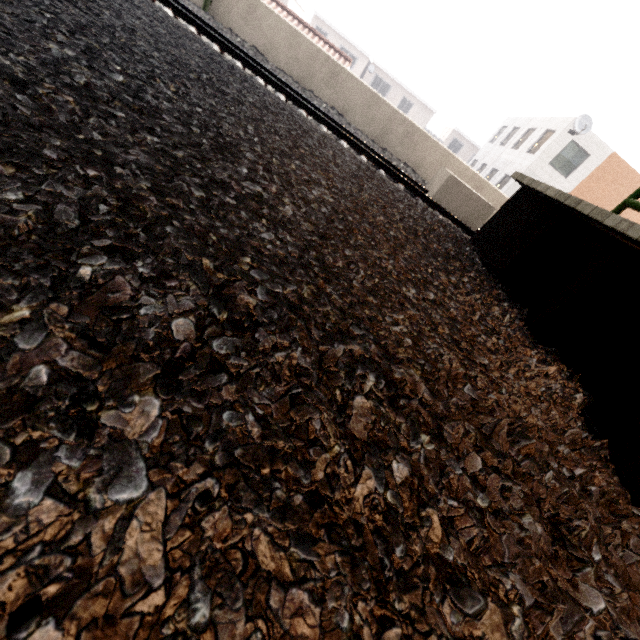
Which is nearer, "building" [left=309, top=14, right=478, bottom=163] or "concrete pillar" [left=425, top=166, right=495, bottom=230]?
"concrete pillar" [left=425, top=166, right=495, bottom=230]

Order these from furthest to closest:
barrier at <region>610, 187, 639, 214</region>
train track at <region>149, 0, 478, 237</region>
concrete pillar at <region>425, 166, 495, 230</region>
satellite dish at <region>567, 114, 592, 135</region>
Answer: satellite dish at <region>567, 114, 592, 135</region> < concrete pillar at <region>425, 166, 495, 230</region> < train track at <region>149, 0, 478, 237</region> < barrier at <region>610, 187, 639, 214</region>

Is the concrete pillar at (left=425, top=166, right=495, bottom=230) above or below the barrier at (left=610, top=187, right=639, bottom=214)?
below

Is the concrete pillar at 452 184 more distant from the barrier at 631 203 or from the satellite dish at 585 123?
the satellite dish at 585 123

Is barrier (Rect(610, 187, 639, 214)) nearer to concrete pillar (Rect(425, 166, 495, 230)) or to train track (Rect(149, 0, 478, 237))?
train track (Rect(149, 0, 478, 237))

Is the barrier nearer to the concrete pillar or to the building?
the concrete pillar

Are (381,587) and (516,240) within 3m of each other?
no

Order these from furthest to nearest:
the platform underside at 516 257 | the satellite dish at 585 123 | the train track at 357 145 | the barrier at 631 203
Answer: the satellite dish at 585 123 < the train track at 357 145 < the barrier at 631 203 < the platform underside at 516 257
